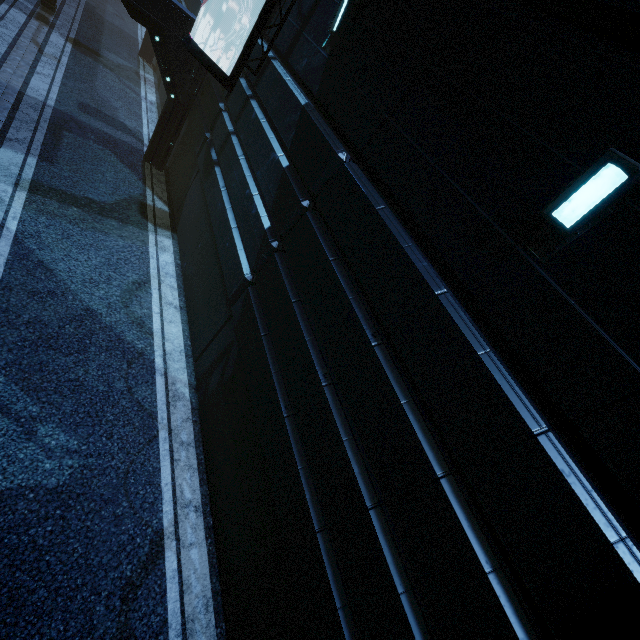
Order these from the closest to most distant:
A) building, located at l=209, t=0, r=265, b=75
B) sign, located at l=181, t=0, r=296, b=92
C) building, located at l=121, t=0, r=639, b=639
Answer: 1. building, located at l=121, t=0, r=639, b=639
2. sign, located at l=181, t=0, r=296, b=92
3. building, located at l=209, t=0, r=265, b=75

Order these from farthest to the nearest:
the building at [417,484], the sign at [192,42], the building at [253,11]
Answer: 1. the building at [253,11]
2. the sign at [192,42]
3. the building at [417,484]

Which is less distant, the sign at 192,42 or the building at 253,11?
the sign at 192,42

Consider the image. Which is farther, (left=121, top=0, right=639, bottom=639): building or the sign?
the sign

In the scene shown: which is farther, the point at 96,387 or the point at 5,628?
the point at 96,387

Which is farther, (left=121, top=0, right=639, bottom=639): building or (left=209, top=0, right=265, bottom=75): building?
(left=209, top=0, right=265, bottom=75): building
